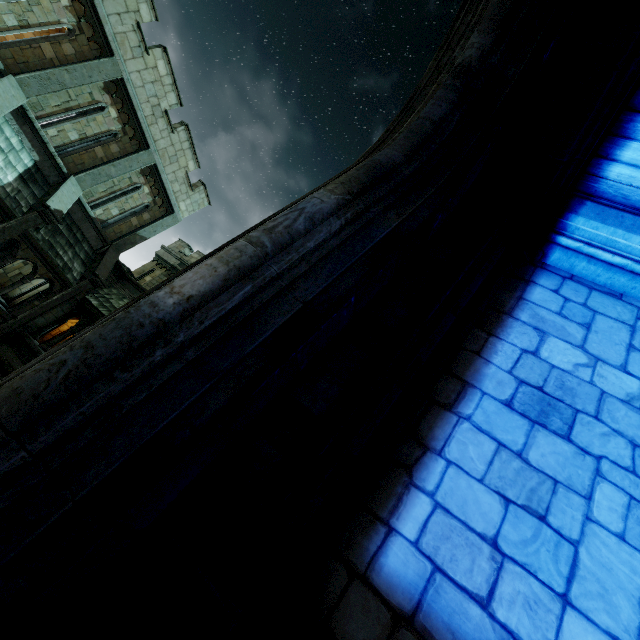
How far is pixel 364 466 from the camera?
2.29m

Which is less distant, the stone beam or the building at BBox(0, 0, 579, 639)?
the building at BBox(0, 0, 579, 639)

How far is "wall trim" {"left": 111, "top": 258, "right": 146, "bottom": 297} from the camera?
15.79m

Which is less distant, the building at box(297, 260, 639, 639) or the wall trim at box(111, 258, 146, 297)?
the building at box(297, 260, 639, 639)

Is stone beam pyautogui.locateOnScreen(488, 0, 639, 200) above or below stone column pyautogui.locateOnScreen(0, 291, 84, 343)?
above

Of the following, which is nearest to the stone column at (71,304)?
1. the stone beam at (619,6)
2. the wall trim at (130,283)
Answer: the wall trim at (130,283)

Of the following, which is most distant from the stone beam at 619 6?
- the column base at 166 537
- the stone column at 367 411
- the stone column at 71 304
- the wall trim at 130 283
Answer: the stone column at 71 304

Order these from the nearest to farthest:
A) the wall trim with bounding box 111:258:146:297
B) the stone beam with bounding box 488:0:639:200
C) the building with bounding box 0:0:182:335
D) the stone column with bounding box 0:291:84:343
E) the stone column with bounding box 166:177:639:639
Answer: the stone column with bounding box 166:177:639:639 < the stone beam with bounding box 488:0:639:200 < the building with bounding box 0:0:182:335 < the stone column with bounding box 0:291:84:343 < the wall trim with bounding box 111:258:146:297
